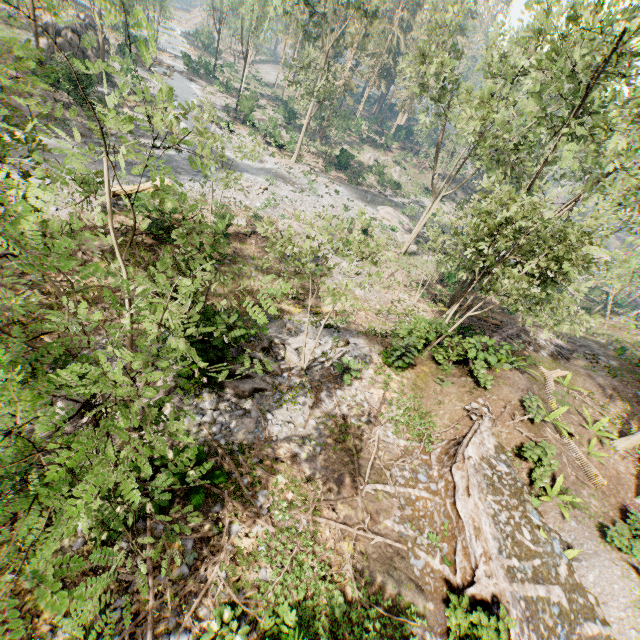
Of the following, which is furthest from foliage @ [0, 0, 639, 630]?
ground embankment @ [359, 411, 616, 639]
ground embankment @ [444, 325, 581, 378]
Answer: ground embankment @ [359, 411, 616, 639]

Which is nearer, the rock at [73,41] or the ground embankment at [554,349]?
the ground embankment at [554,349]

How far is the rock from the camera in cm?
3206

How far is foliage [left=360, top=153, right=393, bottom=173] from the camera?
46.6 meters

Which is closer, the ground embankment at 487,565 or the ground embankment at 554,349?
the ground embankment at 487,565

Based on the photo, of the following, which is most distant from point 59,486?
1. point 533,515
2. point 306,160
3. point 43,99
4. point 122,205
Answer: point 306,160

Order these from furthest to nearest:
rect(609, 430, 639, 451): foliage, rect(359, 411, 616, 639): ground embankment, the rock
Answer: the rock
rect(609, 430, 639, 451): foliage
rect(359, 411, 616, 639): ground embankment
